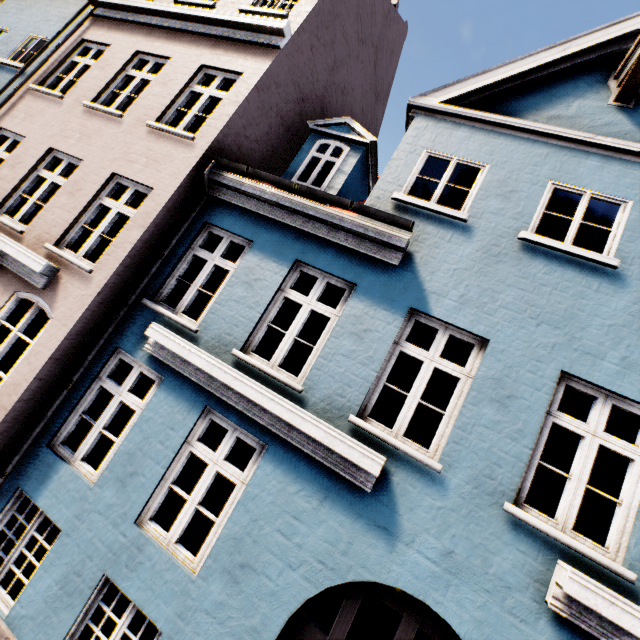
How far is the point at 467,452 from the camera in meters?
3.9
